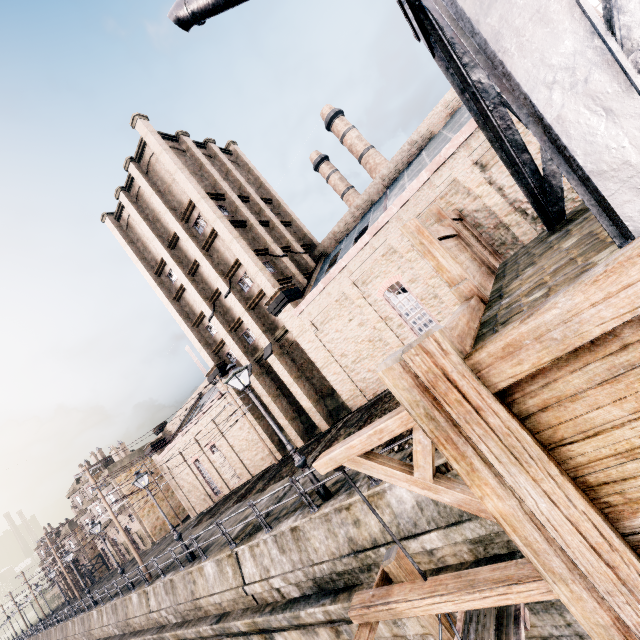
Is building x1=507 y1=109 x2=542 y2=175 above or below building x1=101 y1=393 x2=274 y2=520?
above

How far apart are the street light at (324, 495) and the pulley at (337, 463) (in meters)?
6.31

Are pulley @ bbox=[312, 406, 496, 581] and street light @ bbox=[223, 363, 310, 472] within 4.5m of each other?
no

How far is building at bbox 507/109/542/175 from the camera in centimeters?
1426cm

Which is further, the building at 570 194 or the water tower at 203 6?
the building at 570 194

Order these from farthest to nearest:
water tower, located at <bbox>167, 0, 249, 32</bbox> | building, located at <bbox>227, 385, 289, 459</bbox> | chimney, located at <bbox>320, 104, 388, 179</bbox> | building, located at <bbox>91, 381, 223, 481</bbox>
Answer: chimney, located at <bbox>320, 104, 388, 179</bbox> → building, located at <bbox>91, 381, 223, 481</bbox> → building, located at <bbox>227, 385, 289, 459</bbox> → water tower, located at <bbox>167, 0, 249, 32</bbox>

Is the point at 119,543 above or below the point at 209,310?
below
